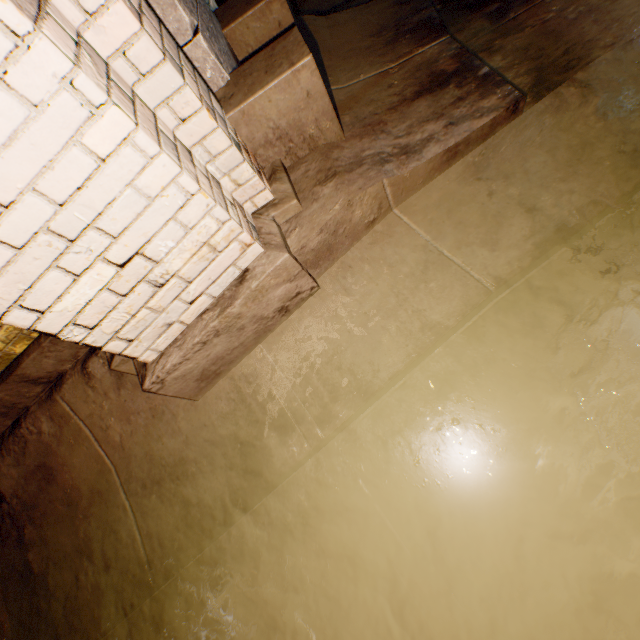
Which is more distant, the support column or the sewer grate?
the sewer grate

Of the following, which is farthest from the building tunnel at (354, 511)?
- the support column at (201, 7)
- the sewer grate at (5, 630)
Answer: the support column at (201, 7)

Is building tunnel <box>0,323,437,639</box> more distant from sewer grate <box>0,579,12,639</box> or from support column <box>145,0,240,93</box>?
support column <box>145,0,240,93</box>

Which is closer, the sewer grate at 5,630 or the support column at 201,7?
the support column at 201,7

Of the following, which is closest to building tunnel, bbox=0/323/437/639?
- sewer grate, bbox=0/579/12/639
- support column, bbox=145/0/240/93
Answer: sewer grate, bbox=0/579/12/639

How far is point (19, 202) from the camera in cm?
97
